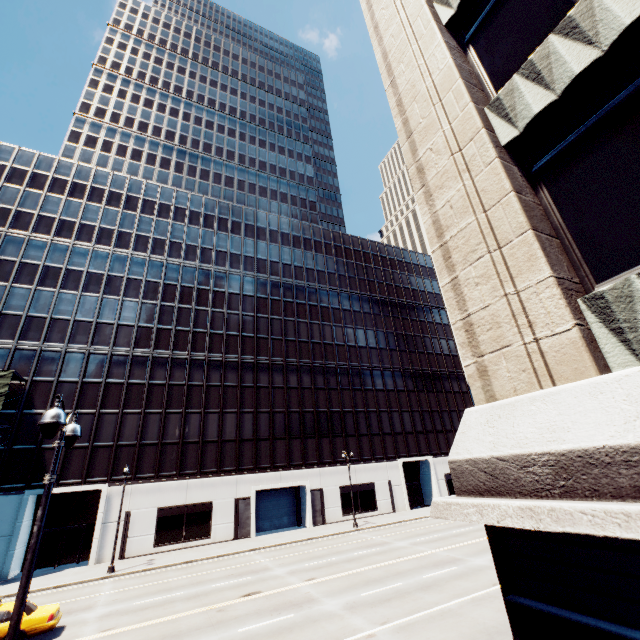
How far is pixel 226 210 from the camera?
49.9m

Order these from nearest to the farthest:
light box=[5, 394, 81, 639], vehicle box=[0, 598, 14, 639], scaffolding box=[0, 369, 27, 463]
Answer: light box=[5, 394, 81, 639]
vehicle box=[0, 598, 14, 639]
scaffolding box=[0, 369, 27, 463]

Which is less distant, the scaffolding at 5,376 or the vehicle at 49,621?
Answer: the vehicle at 49,621

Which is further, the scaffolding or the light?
the scaffolding

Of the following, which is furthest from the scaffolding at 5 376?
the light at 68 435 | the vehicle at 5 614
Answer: the light at 68 435

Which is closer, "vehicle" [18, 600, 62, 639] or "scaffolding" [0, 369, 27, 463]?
"vehicle" [18, 600, 62, 639]

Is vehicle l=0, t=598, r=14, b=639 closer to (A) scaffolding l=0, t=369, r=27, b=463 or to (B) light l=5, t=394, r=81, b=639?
(A) scaffolding l=0, t=369, r=27, b=463
